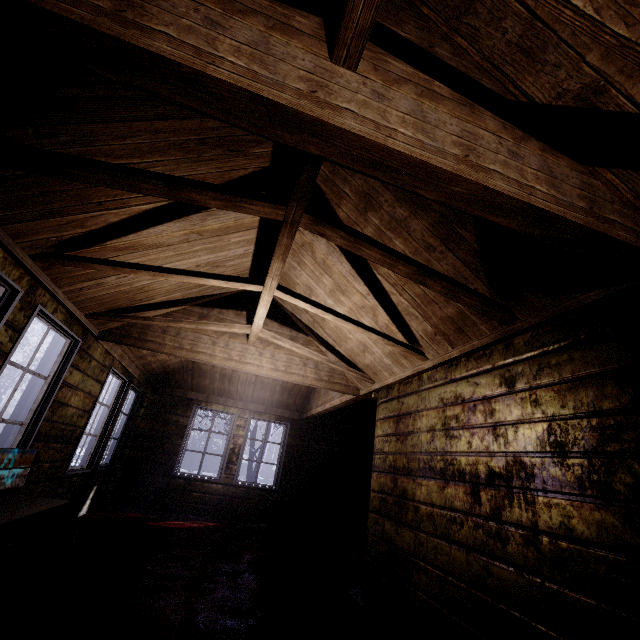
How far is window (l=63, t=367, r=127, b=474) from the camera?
3.9 meters

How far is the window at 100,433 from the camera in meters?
3.9 m

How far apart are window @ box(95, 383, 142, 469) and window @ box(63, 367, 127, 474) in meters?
0.2

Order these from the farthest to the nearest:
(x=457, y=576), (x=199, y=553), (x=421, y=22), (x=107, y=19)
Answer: (x=199, y=553) < (x=457, y=576) < (x=421, y=22) < (x=107, y=19)

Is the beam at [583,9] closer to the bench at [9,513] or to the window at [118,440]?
the bench at [9,513]

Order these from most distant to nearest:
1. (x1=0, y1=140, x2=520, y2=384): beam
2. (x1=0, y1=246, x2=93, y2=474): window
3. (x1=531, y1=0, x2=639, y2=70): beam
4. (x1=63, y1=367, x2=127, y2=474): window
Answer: (x1=63, y1=367, x2=127, y2=474): window, (x1=0, y1=246, x2=93, y2=474): window, (x1=0, y1=140, x2=520, y2=384): beam, (x1=531, y1=0, x2=639, y2=70): beam

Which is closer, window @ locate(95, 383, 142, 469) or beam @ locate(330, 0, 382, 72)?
beam @ locate(330, 0, 382, 72)

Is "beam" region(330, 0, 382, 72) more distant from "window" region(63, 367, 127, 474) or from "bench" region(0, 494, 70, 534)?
"window" region(63, 367, 127, 474)
